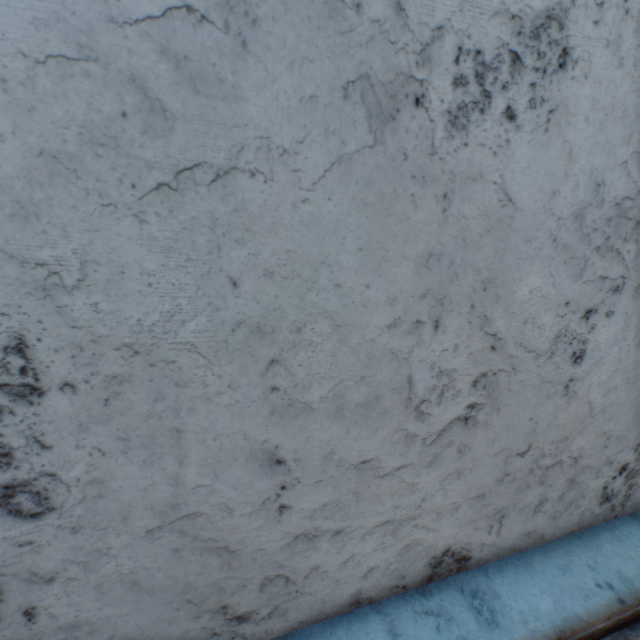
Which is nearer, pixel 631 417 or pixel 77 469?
pixel 77 469

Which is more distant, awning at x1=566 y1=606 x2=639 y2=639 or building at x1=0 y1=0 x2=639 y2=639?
awning at x1=566 y1=606 x2=639 y2=639

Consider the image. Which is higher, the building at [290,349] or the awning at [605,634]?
the building at [290,349]

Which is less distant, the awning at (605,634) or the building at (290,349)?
the building at (290,349)

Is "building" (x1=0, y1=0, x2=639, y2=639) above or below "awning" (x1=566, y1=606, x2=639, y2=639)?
above
